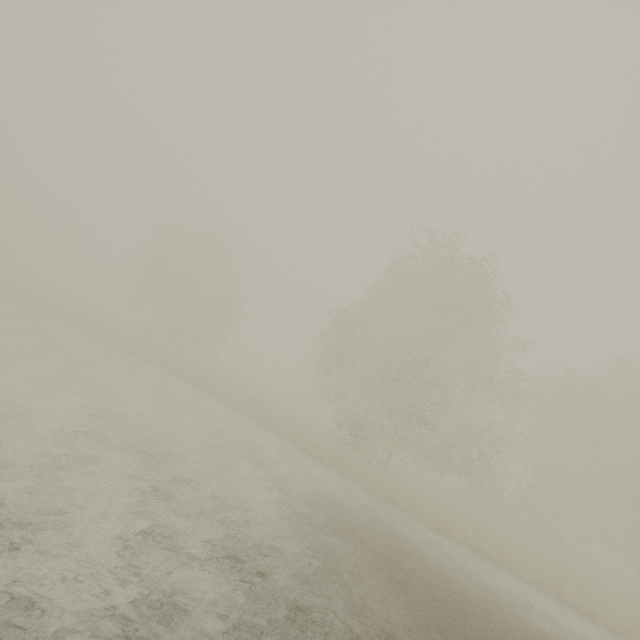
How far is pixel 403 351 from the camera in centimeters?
2158cm
